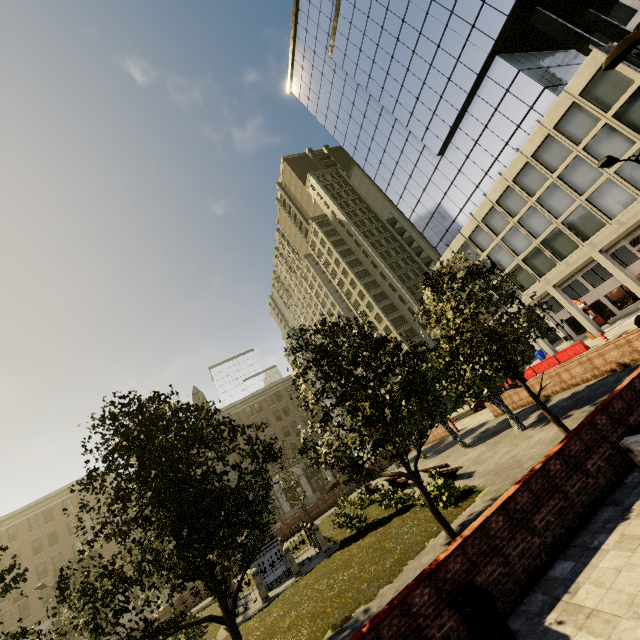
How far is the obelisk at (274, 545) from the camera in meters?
16.4 m

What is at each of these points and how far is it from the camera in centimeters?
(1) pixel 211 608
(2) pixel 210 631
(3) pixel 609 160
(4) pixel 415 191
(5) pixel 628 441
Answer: (1) plant, 2064cm
(2) plant, 1572cm
(3) street light, 1448cm
(4) building, 4381cm
(5) bench, 703cm

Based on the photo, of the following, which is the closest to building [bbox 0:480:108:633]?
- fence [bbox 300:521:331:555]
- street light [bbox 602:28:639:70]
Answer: fence [bbox 300:521:331:555]

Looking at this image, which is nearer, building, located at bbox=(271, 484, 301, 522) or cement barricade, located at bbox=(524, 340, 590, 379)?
cement barricade, located at bbox=(524, 340, 590, 379)

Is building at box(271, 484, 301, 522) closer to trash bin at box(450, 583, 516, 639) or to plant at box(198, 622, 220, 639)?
plant at box(198, 622, 220, 639)

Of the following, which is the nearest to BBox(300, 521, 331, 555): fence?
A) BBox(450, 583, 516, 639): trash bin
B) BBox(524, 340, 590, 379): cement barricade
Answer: BBox(450, 583, 516, 639): trash bin

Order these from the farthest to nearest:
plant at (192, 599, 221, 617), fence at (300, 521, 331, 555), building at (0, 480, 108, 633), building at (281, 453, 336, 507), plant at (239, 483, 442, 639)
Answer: building at (281, 453, 336, 507) < building at (0, 480, 108, 633) < plant at (192, 599, 221, 617) < fence at (300, 521, 331, 555) < plant at (239, 483, 442, 639)

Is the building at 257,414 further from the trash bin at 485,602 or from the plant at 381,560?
the trash bin at 485,602
